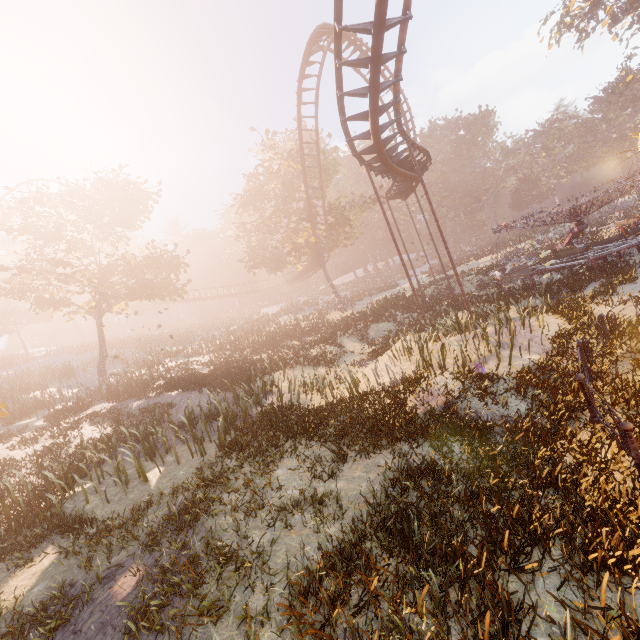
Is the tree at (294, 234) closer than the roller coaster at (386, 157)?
No

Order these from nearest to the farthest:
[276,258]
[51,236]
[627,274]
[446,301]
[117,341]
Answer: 1. [627,274]
2. [51,236]
3. [446,301]
4. [276,258]
5. [117,341]

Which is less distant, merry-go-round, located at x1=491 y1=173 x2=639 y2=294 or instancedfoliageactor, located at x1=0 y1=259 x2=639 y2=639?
instancedfoliageactor, located at x1=0 y1=259 x2=639 y2=639

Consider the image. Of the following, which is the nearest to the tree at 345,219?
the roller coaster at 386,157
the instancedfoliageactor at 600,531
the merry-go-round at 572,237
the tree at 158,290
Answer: Result: the roller coaster at 386,157

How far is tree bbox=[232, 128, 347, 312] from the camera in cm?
3209

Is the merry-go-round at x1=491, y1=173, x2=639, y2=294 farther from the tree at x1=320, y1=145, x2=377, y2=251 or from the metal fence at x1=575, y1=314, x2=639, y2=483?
the tree at x1=320, y1=145, x2=377, y2=251

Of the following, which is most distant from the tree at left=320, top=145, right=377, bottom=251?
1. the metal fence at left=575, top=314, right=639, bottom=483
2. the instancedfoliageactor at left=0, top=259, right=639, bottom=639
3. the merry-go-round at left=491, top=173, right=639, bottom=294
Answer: the instancedfoliageactor at left=0, top=259, right=639, bottom=639

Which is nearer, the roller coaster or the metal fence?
the metal fence
